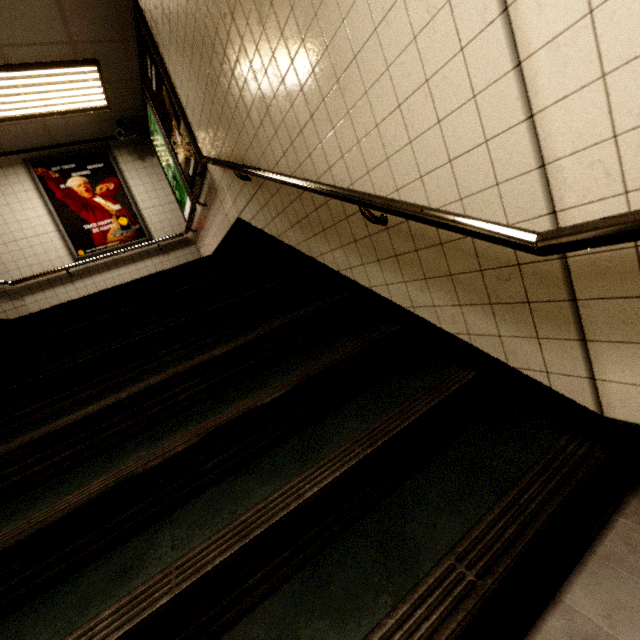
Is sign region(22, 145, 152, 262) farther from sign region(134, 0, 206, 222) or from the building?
sign region(134, 0, 206, 222)

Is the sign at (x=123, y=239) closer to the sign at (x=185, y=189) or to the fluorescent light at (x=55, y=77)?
the fluorescent light at (x=55, y=77)

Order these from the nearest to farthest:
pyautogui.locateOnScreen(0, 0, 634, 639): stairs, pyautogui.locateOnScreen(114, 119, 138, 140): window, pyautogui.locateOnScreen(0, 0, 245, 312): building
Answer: pyautogui.locateOnScreen(0, 0, 634, 639): stairs → pyautogui.locateOnScreen(0, 0, 245, 312): building → pyautogui.locateOnScreen(114, 119, 138, 140): window

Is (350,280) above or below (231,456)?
above

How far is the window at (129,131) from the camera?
5.4 meters

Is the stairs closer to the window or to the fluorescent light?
the fluorescent light

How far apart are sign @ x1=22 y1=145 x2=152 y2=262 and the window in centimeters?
42cm

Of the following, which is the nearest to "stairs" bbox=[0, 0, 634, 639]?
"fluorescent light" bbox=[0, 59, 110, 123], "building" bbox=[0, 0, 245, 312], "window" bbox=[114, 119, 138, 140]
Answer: "building" bbox=[0, 0, 245, 312]
